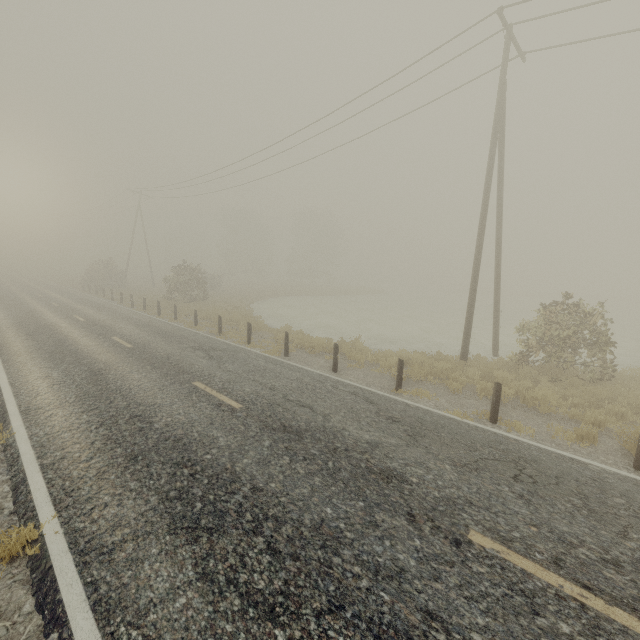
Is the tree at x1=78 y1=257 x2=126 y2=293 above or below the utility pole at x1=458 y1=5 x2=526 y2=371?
below

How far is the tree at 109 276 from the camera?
35.6 meters

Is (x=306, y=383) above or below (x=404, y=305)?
above

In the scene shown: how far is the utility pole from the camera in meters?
11.4 m

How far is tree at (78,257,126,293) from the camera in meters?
35.6

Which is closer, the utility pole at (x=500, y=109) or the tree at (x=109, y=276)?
the utility pole at (x=500, y=109)

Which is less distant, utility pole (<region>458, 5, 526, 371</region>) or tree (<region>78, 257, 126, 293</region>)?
utility pole (<region>458, 5, 526, 371</region>)
